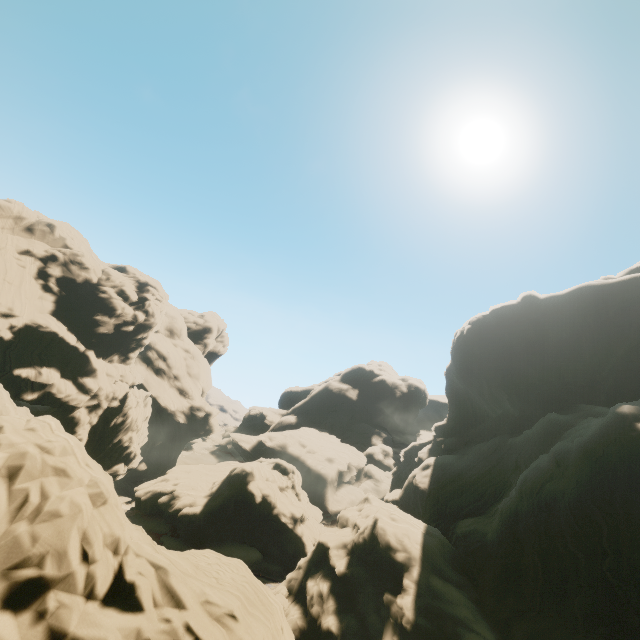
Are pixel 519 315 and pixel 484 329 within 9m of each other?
yes
